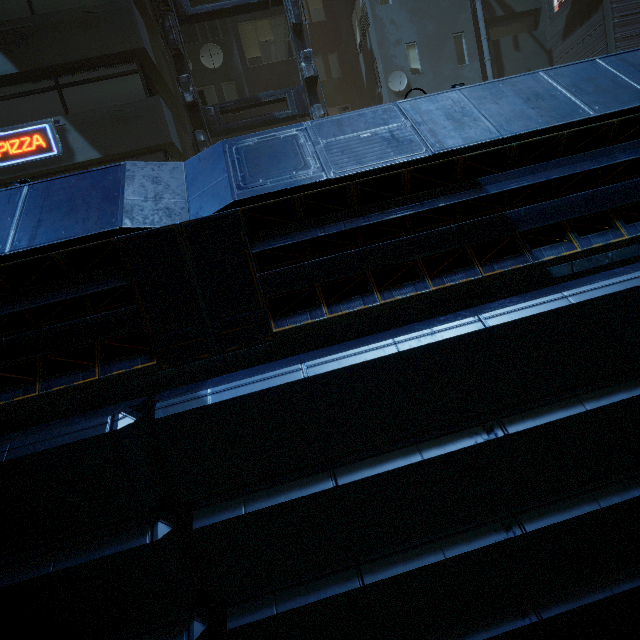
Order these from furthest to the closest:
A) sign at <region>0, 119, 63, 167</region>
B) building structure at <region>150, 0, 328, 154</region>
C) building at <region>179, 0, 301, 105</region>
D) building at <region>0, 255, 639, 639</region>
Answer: building at <region>179, 0, 301, 105</region>, building structure at <region>150, 0, 328, 154</region>, sign at <region>0, 119, 63, 167</region>, building at <region>0, 255, 639, 639</region>

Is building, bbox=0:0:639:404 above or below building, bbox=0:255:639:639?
above

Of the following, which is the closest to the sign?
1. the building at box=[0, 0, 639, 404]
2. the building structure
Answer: the building at box=[0, 0, 639, 404]

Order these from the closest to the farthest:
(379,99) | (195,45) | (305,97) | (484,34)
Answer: (305,97) < (195,45) < (484,34) < (379,99)

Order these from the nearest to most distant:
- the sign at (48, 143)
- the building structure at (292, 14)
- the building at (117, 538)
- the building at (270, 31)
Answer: the building at (117, 538) → the sign at (48, 143) → the building structure at (292, 14) → the building at (270, 31)

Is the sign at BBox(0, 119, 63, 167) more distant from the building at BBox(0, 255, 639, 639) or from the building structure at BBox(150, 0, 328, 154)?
the building structure at BBox(150, 0, 328, 154)

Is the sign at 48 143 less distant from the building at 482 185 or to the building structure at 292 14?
the building at 482 185
